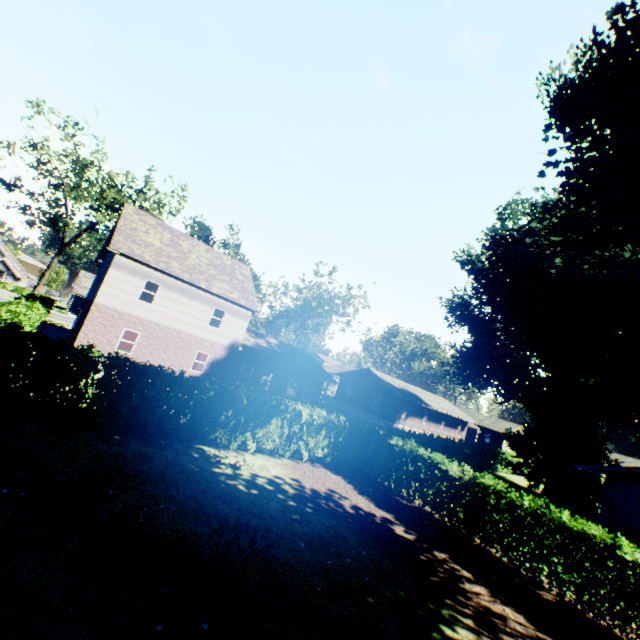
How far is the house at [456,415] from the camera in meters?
40.0

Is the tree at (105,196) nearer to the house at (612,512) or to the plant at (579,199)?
the plant at (579,199)

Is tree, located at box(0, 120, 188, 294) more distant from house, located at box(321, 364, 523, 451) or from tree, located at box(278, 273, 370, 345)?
house, located at box(321, 364, 523, 451)

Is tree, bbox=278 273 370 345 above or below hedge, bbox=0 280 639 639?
above

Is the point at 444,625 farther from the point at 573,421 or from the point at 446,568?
the point at 573,421

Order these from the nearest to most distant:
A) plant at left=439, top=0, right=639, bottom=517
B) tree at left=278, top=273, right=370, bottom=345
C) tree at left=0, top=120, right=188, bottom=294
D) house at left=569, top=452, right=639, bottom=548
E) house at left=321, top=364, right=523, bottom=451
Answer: plant at left=439, top=0, right=639, bottom=517, house at left=569, top=452, right=639, bottom=548, tree at left=0, top=120, right=188, bottom=294, house at left=321, top=364, right=523, bottom=451, tree at left=278, top=273, right=370, bottom=345

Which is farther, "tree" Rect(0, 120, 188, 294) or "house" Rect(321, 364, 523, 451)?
"house" Rect(321, 364, 523, 451)

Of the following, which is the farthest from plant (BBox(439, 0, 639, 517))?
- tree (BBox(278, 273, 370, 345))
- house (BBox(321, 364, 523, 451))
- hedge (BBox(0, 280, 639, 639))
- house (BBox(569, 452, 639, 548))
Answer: tree (BBox(278, 273, 370, 345))
